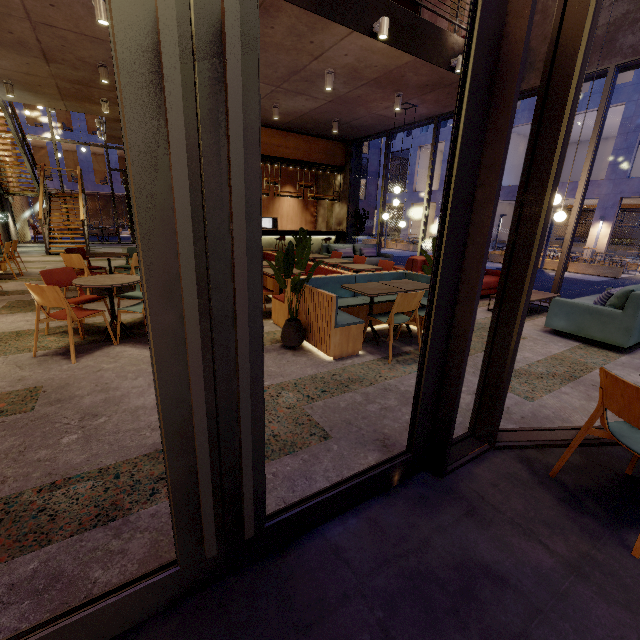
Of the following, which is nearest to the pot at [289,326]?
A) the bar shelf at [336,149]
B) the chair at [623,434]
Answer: the chair at [623,434]

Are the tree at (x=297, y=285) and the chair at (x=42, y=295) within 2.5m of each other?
yes

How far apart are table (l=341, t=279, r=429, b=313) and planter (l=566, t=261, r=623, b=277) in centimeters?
1548cm

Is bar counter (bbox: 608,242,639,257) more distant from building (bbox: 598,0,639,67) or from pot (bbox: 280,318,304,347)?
pot (bbox: 280,318,304,347)

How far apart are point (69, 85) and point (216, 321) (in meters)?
10.91

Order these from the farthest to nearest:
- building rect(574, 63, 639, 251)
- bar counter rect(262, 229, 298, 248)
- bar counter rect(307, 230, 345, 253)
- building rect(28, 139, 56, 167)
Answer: building rect(28, 139, 56, 167) < building rect(574, 63, 639, 251) < bar counter rect(307, 230, 345, 253) < bar counter rect(262, 229, 298, 248)

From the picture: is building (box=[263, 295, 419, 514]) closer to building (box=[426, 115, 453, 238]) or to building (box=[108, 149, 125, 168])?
building (box=[426, 115, 453, 238])

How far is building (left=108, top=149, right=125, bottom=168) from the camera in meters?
28.9
